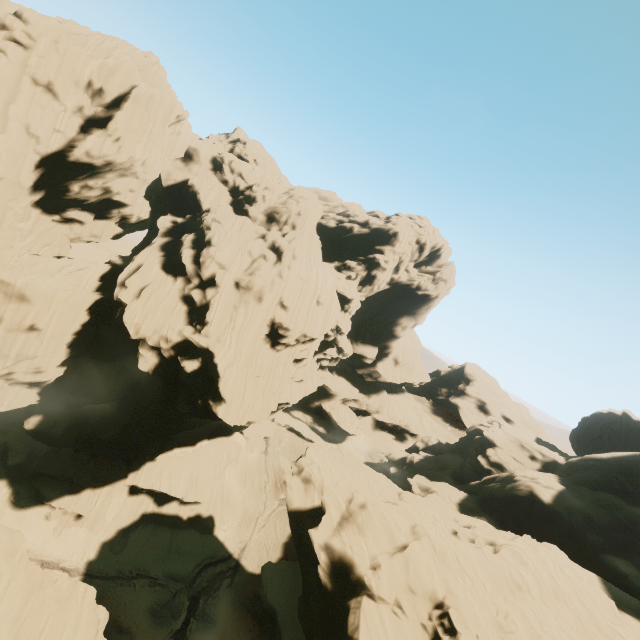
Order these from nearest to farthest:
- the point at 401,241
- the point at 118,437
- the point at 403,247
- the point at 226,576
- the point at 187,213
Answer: the point at 118,437, the point at 226,576, the point at 187,213, the point at 401,241, the point at 403,247

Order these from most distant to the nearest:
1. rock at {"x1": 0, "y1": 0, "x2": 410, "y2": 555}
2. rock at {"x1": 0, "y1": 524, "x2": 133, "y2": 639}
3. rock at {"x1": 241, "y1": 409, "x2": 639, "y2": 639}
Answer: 1. rock at {"x1": 0, "y1": 0, "x2": 410, "y2": 555}
2. rock at {"x1": 241, "y1": 409, "x2": 639, "y2": 639}
3. rock at {"x1": 0, "y1": 524, "x2": 133, "y2": 639}

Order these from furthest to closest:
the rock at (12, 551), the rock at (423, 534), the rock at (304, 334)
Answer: the rock at (304, 334), the rock at (423, 534), the rock at (12, 551)

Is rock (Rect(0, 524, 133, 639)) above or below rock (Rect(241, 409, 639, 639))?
below

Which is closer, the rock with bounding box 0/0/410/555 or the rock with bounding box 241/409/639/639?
the rock with bounding box 241/409/639/639

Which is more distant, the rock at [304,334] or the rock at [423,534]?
the rock at [304,334]
